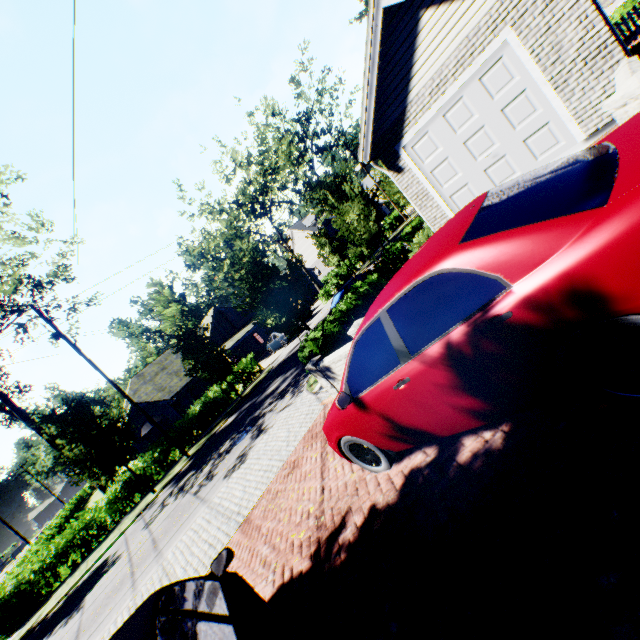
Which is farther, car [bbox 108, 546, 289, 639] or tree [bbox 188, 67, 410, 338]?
tree [bbox 188, 67, 410, 338]

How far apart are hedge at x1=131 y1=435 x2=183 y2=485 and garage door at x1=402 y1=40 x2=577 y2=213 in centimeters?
2127cm

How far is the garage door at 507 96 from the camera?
7.4 meters

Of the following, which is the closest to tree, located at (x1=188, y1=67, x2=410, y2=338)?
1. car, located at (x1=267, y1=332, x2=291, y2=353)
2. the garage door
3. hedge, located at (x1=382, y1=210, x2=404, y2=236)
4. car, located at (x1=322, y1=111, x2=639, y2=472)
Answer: hedge, located at (x1=382, y1=210, x2=404, y2=236)

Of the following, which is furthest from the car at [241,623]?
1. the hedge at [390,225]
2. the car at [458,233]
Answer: the hedge at [390,225]

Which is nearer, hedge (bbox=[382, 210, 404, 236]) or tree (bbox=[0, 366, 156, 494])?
tree (bbox=[0, 366, 156, 494])

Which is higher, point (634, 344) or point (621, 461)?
point (634, 344)

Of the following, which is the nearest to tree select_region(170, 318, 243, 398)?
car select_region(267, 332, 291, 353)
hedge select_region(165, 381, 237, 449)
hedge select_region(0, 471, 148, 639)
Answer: hedge select_region(0, 471, 148, 639)
